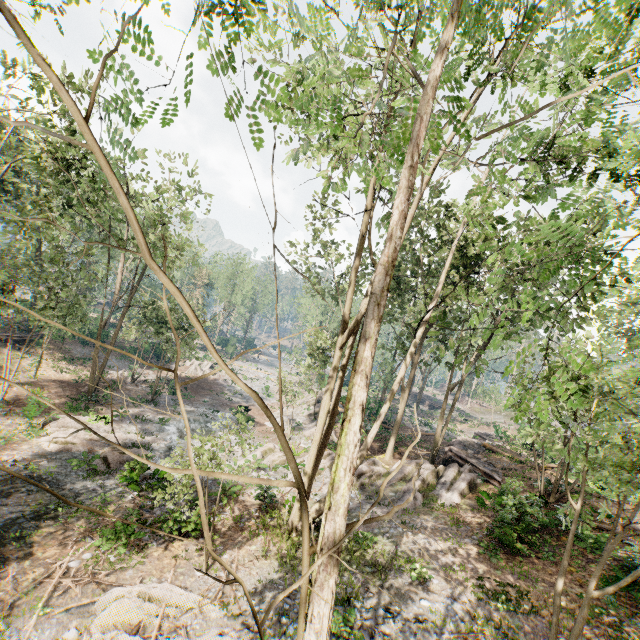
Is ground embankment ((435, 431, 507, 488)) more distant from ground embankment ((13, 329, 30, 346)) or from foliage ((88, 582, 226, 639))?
ground embankment ((13, 329, 30, 346))

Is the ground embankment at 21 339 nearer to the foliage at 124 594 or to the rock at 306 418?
the foliage at 124 594

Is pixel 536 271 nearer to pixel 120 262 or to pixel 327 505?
pixel 327 505

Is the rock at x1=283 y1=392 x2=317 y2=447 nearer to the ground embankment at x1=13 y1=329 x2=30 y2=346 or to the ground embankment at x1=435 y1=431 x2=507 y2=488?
the ground embankment at x1=435 y1=431 x2=507 y2=488

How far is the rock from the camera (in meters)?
26.72

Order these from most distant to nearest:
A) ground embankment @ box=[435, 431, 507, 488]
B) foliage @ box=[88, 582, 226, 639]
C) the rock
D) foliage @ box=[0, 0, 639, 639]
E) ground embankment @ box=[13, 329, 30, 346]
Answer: ground embankment @ box=[13, 329, 30, 346] → the rock → ground embankment @ box=[435, 431, 507, 488] → foliage @ box=[88, 582, 226, 639] → foliage @ box=[0, 0, 639, 639]

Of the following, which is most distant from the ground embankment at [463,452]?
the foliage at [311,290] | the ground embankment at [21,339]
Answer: the ground embankment at [21,339]

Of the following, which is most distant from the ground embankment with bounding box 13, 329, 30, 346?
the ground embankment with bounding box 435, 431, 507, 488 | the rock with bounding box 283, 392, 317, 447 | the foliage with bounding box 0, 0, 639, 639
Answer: the ground embankment with bounding box 435, 431, 507, 488
